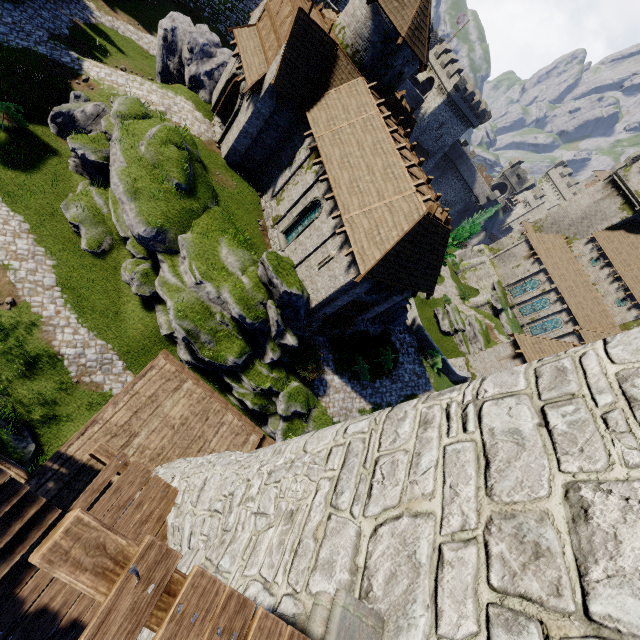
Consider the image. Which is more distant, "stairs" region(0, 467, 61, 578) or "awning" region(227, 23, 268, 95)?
"awning" region(227, 23, 268, 95)

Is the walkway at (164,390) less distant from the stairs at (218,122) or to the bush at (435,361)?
the bush at (435,361)

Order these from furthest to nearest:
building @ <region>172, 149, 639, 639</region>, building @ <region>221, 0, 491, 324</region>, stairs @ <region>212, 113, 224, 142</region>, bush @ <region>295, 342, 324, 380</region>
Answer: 1. stairs @ <region>212, 113, 224, 142</region>
2. bush @ <region>295, 342, 324, 380</region>
3. building @ <region>221, 0, 491, 324</region>
4. building @ <region>172, 149, 639, 639</region>

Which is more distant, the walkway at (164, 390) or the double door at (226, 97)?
the double door at (226, 97)

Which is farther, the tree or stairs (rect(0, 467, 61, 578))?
the tree

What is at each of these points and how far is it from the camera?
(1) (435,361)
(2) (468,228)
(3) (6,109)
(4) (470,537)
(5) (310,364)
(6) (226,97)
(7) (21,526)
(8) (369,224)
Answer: (1) bush, 28.55m
(2) tree, 20.91m
(3) bush, 16.72m
(4) building, 2.70m
(5) bush, 19.55m
(6) double door, 22.56m
(7) stairs, 5.25m
(8) building, 16.22m

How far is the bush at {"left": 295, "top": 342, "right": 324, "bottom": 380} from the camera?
19.4m

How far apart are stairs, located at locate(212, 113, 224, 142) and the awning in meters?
4.3 m
